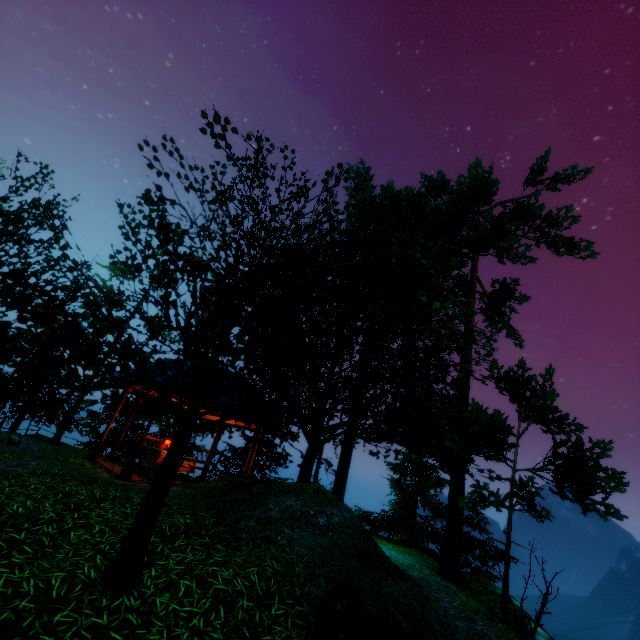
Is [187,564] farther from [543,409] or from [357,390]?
[543,409]

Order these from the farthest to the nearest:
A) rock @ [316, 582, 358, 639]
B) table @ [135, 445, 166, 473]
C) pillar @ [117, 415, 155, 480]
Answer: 1. table @ [135, 445, 166, 473]
2. pillar @ [117, 415, 155, 480]
3. rock @ [316, 582, 358, 639]

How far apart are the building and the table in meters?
2.6

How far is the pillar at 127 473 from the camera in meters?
9.7 m

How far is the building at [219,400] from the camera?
10.7m

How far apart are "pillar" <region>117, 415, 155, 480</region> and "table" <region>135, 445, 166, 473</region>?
1.4m

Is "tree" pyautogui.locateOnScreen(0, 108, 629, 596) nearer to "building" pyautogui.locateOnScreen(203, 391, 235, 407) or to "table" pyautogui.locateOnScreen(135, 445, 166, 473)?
"building" pyautogui.locateOnScreen(203, 391, 235, 407)

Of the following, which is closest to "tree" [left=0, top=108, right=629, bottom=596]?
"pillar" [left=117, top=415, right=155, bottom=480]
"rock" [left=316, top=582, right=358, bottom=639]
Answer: "rock" [left=316, top=582, right=358, bottom=639]
